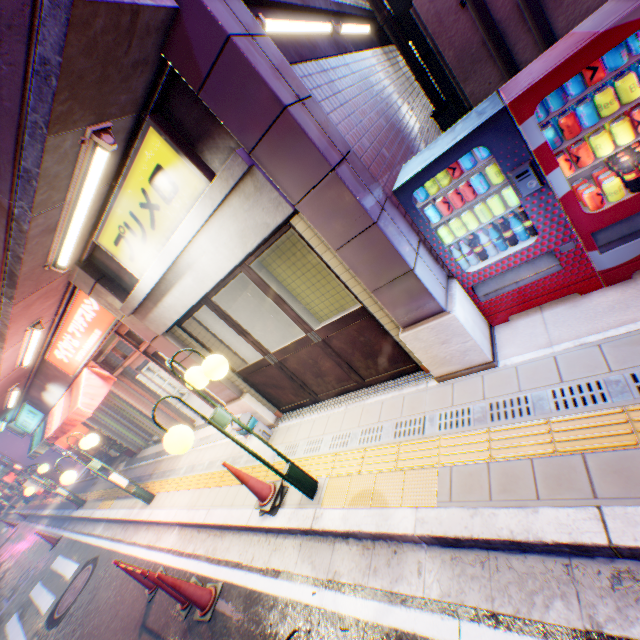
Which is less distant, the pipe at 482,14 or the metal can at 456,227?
the metal can at 456,227

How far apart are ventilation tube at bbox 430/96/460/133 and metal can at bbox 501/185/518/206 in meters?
5.6

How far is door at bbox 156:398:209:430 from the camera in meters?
8.7 m

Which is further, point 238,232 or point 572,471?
point 238,232

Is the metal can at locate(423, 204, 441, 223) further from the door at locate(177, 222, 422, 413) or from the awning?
the awning

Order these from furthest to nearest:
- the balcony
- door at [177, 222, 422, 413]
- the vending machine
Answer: door at [177, 222, 422, 413] < the vending machine < the balcony

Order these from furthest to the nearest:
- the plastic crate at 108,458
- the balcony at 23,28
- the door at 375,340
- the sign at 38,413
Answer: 1. the plastic crate at 108,458
2. the sign at 38,413
3. the door at 375,340
4. the balcony at 23,28

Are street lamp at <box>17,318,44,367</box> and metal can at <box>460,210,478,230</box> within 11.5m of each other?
yes
